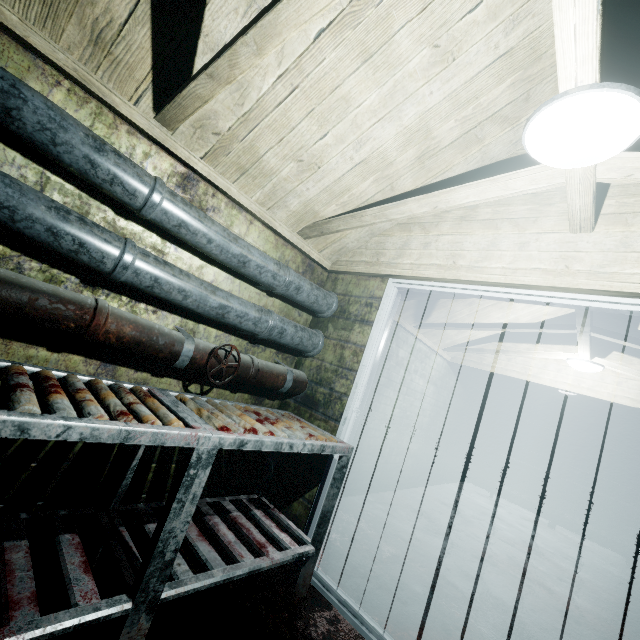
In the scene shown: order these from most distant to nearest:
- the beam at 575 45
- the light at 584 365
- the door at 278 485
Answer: the light at 584 365
the door at 278 485
the beam at 575 45

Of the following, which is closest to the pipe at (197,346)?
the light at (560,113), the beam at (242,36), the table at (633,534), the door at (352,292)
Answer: the door at (352,292)

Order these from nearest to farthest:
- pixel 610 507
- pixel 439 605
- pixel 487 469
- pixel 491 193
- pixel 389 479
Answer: pixel 491 193 < pixel 439 605 < pixel 389 479 < pixel 610 507 < pixel 487 469

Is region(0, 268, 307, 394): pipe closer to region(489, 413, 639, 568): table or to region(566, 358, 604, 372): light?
region(566, 358, 604, 372): light

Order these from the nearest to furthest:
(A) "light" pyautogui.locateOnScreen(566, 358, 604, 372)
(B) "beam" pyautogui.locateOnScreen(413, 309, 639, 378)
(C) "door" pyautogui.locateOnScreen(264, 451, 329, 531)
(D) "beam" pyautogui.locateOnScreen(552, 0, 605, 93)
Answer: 1. (D) "beam" pyautogui.locateOnScreen(552, 0, 605, 93)
2. (C) "door" pyautogui.locateOnScreen(264, 451, 329, 531)
3. (B) "beam" pyautogui.locateOnScreen(413, 309, 639, 378)
4. (A) "light" pyautogui.locateOnScreen(566, 358, 604, 372)

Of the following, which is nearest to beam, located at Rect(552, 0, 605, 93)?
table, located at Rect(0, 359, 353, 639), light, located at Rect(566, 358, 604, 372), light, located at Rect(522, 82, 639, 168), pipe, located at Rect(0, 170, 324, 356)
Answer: light, located at Rect(522, 82, 639, 168)

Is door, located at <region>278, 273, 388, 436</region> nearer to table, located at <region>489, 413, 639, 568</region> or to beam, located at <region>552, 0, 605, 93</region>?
beam, located at <region>552, 0, 605, 93</region>

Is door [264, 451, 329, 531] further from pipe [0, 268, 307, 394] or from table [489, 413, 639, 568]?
table [489, 413, 639, 568]
